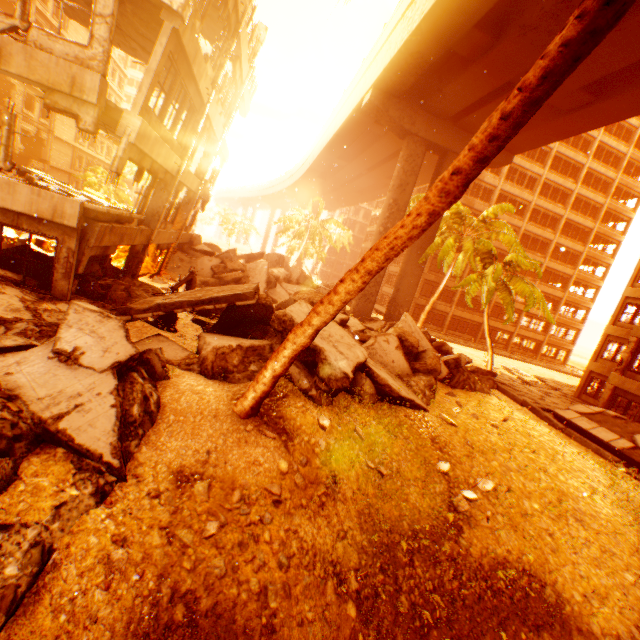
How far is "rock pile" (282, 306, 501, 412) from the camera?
8.13m

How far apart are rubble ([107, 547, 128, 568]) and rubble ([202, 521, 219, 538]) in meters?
1.1 m

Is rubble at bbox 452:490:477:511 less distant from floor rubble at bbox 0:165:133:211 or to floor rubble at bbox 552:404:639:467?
floor rubble at bbox 552:404:639:467

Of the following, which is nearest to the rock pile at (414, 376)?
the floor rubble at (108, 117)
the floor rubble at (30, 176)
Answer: the floor rubble at (30, 176)

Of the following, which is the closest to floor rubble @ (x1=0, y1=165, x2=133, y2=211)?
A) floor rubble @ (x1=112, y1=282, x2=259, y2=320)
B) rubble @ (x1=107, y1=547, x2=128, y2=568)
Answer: floor rubble @ (x1=112, y1=282, x2=259, y2=320)

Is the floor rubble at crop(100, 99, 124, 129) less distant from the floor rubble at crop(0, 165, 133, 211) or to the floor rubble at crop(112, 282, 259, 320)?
the floor rubble at crop(0, 165, 133, 211)

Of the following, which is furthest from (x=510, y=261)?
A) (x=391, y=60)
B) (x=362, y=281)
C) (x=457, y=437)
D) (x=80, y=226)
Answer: (x=80, y=226)

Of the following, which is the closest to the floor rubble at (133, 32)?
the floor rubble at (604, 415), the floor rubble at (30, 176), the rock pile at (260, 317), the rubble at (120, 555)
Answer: the floor rubble at (30, 176)
